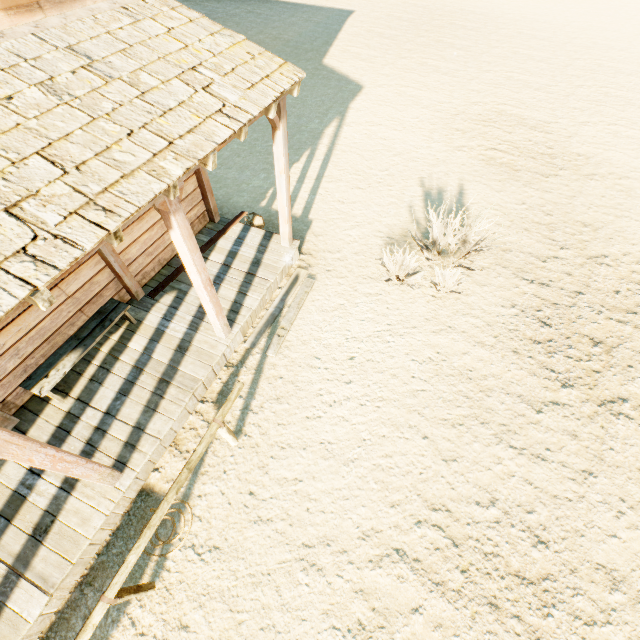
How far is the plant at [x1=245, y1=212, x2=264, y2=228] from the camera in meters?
7.0 m

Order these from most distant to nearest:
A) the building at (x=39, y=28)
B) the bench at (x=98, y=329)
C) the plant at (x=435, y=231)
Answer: the plant at (x=435, y=231)
the bench at (x=98, y=329)
the building at (x=39, y=28)

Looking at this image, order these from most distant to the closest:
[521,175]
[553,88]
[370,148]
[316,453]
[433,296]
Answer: [553,88] → [370,148] → [521,175] → [433,296] → [316,453]

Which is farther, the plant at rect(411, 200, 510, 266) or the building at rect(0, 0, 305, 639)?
the plant at rect(411, 200, 510, 266)

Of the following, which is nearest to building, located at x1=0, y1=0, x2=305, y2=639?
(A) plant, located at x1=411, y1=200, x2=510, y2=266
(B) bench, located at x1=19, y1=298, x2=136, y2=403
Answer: (B) bench, located at x1=19, y1=298, x2=136, y2=403

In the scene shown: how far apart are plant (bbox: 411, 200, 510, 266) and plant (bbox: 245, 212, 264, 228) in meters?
3.5 m

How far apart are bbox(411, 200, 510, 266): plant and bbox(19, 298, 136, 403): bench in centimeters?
569cm

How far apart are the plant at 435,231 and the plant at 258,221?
3.46m
